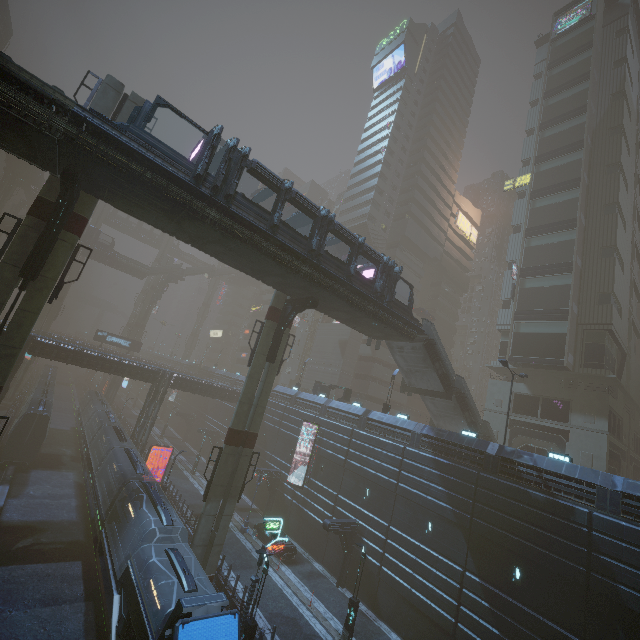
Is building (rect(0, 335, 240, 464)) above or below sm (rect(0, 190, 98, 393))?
below

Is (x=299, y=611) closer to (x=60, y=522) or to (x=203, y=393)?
(x=60, y=522)

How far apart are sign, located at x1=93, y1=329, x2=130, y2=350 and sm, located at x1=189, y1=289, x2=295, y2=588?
47.3m

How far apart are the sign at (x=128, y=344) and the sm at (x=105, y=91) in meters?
47.8 m

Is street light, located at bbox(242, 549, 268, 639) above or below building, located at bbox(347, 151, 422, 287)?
below

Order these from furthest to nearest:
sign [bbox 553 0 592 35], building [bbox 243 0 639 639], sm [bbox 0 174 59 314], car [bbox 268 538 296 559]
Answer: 1. sign [bbox 553 0 592 35]
2. car [bbox 268 538 296 559]
3. building [bbox 243 0 639 639]
4. sm [bbox 0 174 59 314]

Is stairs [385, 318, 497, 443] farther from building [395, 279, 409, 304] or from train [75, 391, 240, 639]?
train [75, 391, 240, 639]

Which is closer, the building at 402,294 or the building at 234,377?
the building at 234,377
